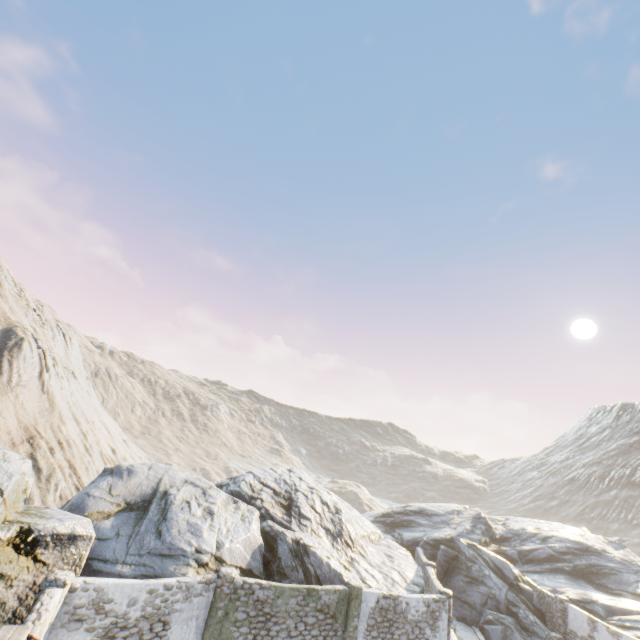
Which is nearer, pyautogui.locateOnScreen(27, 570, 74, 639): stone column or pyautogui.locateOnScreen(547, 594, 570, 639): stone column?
pyautogui.locateOnScreen(27, 570, 74, 639): stone column

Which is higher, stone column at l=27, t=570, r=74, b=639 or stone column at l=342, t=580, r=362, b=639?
stone column at l=27, t=570, r=74, b=639

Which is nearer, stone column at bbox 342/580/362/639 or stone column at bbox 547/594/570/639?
stone column at bbox 342/580/362/639

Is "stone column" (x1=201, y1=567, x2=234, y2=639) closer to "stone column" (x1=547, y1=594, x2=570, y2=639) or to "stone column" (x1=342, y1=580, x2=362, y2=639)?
"stone column" (x1=342, y1=580, x2=362, y2=639)

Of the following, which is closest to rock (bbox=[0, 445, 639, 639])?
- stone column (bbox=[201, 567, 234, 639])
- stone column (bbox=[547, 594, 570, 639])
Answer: stone column (bbox=[201, 567, 234, 639])

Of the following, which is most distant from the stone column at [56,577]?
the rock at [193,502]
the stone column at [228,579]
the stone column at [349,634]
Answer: the stone column at [349,634]

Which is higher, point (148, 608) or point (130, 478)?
point (130, 478)

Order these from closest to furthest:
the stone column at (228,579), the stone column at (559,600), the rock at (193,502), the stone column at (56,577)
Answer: the stone column at (56,577) < the rock at (193,502) < the stone column at (228,579) < the stone column at (559,600)
